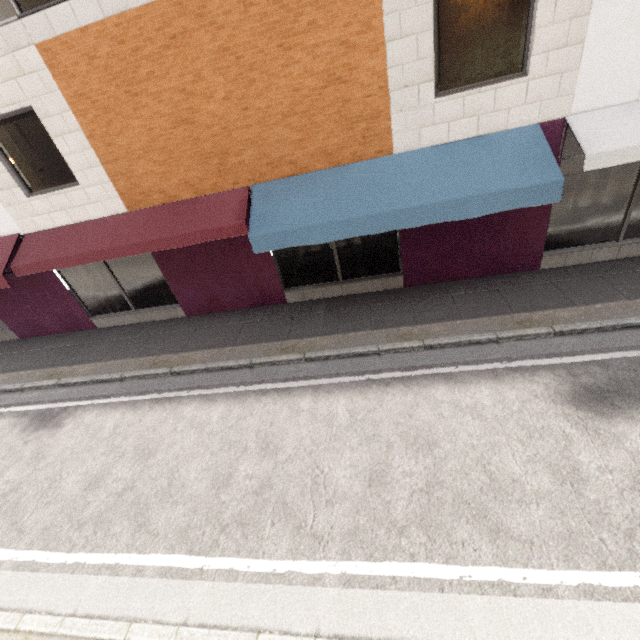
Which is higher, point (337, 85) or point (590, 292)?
point (337, 85)
